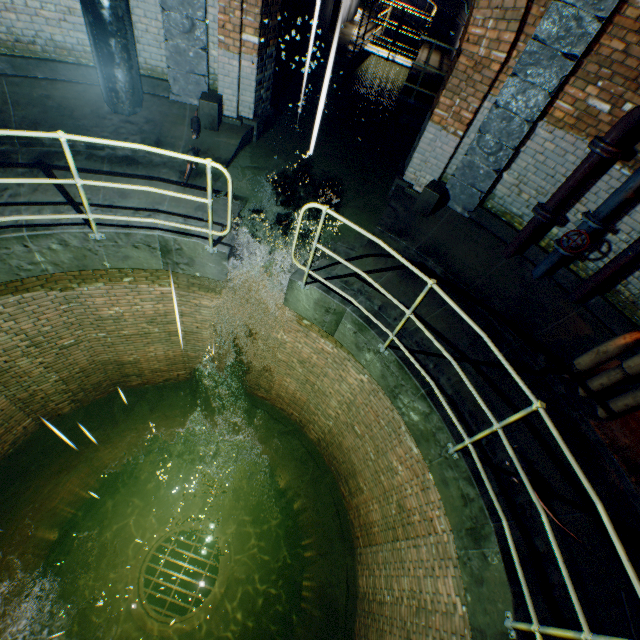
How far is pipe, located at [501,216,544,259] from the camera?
5.07m

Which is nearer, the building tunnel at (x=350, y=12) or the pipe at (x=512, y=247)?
the pipe at (x=512, y=247)

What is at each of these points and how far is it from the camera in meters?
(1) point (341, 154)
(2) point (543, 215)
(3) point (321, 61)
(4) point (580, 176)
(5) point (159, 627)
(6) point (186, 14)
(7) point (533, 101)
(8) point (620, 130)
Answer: (1) building tunnel, 7.8 m
(2) pipe end, 4.9 m
(3) stairs, 4.2 m
(4) pipe, 4.4 m
(5) sewerage pipe, 9.7 m
(6) support column, 5.1 m
(7) support column, 4.6 m
(8) pipe, 4.0 m

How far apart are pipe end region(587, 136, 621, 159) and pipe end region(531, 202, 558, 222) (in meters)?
0.84

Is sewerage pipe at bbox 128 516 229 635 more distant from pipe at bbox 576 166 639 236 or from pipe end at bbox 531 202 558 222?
pipe end at bbox 531 202 558 222

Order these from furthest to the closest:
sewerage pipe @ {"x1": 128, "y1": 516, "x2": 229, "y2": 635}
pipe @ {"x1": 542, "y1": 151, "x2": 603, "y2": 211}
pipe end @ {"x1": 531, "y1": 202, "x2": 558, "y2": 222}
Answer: sewerage pipe @ {"x1": 128, "y1": 516, "x2": 229, "y2": 635} < pipe end @ {"x1": 531, "y1": 202, "x2": 558, "y2": 222} < pipe @ {"x1": 542, "y1": 151, "x2": 603, "y2": 211}

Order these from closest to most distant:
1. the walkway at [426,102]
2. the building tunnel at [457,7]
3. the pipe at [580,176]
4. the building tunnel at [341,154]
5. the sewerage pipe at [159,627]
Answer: the pipe at [580,176], the building tunnel at [341,154], the walkway at [426,102], the sewerage pipe at [159,627], the building tunnel at [457,7]

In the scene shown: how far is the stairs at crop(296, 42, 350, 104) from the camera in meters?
9.3
